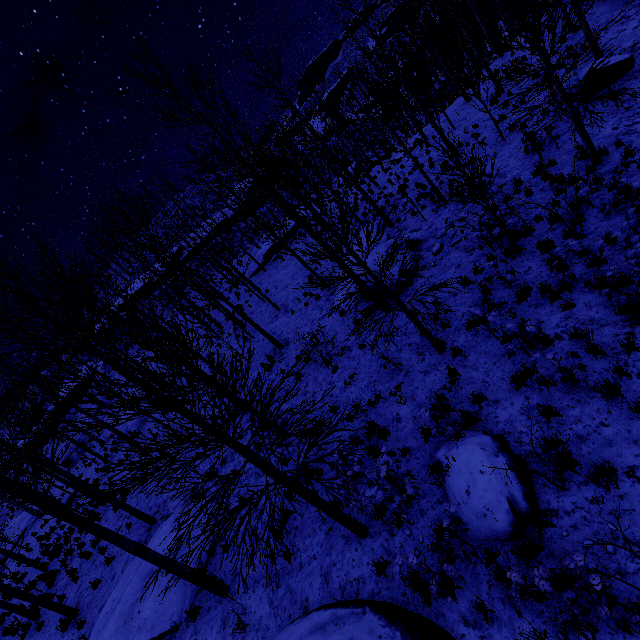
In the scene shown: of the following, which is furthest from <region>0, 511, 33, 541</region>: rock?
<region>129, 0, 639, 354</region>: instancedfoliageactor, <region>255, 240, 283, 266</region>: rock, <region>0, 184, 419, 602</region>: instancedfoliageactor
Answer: <region>129, 0, 639, 354</region>: instancedfoliageactor

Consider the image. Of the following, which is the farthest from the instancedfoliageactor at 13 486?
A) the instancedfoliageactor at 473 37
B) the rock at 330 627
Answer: the instancedfoliageactor at 473 37

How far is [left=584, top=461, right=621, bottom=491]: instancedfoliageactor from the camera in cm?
429

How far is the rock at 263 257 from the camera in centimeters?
2517cm

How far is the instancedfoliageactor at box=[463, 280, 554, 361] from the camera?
6.28m

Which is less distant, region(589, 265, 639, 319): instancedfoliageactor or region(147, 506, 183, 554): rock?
region(589, 265, 639, 319): instancedfoliageactor

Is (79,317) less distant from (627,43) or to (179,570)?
(179,570)

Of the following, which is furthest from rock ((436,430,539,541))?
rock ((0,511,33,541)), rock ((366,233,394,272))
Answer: rock ((0,511,33,541))
